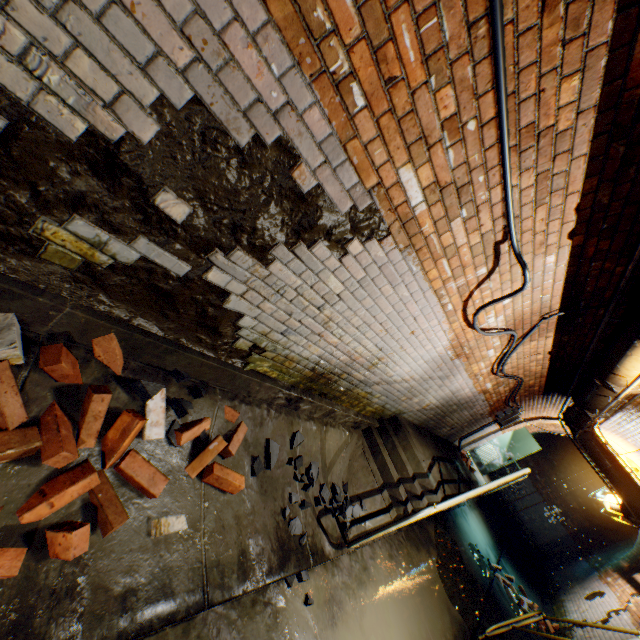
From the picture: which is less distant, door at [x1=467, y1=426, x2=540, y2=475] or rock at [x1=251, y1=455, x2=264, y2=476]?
rock at [x1=251, y1=455, x2=264, y2=476]

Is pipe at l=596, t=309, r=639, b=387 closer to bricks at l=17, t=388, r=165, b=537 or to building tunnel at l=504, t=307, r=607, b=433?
building tunnel at l=504, t=307, r=607, b=433

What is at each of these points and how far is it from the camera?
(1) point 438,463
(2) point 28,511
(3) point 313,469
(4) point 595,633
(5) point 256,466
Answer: (1) walkway, 5.9m
(2) bricks, 1.5m
(3) rock, 3.6m
(4) building tunnel, 7.2m
(5) rock, 2.8m

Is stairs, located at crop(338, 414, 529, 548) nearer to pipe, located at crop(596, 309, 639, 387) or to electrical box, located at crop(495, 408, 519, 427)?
pipe, located at crop(596, 309, 639, 387)

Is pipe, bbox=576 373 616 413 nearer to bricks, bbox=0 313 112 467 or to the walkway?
the walkway

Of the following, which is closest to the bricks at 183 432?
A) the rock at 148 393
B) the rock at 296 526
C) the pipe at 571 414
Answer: the rock at 148 393

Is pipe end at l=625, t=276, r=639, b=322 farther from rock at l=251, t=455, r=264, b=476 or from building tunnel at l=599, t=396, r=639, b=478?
rock at l=251, t=455, r=264, b=476

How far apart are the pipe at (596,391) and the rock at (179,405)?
4.80m
